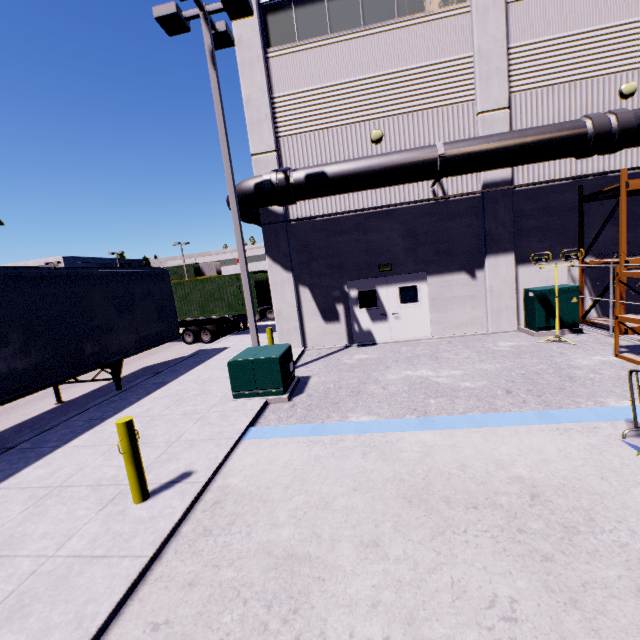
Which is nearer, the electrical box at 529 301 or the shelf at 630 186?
the shelf at 630 186

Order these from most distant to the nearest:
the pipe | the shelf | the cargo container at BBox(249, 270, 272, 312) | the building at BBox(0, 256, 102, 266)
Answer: the building at BBox(0, 256, 102, 266)
the cargo container at BBox(249, 270, 272, 312)
the pipe
the shelf

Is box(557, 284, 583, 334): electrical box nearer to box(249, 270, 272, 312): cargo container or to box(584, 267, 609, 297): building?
box(584, 267, 609, 297): building

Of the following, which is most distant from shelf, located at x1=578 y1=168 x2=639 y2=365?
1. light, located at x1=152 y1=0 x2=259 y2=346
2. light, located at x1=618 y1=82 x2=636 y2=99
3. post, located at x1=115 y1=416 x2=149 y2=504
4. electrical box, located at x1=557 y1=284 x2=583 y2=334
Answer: post, located at x1=115 y1=416 x2=149 y2=504

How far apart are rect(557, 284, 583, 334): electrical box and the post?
11.5m

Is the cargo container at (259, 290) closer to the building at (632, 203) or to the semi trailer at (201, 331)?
the semi trailer at (201, 331)

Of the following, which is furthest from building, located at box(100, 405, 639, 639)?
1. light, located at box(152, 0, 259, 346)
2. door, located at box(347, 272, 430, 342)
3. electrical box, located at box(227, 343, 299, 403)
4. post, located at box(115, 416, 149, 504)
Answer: electrical box, located at box(227, 343, 299, 403)

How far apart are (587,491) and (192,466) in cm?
540
